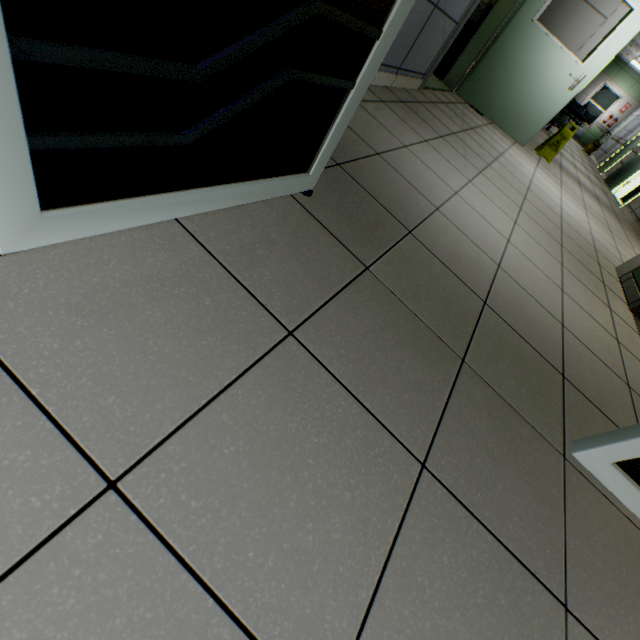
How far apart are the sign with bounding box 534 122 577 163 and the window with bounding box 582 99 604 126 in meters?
17.1 m

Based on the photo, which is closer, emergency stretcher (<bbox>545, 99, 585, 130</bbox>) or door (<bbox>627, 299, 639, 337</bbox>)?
door (<bbox>627, 299, 639, 337</bbox>)

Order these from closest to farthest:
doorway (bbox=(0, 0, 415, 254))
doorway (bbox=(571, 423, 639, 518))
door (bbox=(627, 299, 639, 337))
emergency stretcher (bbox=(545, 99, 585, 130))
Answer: doorway (bbox=(0, 0, 415, 254)) < doorway (bbox=(571, 423, 639, 518)) < door (bbox=(627, 299, 639, 337)) < emergency stretcher (bbox=(545, 99, 585, 130))

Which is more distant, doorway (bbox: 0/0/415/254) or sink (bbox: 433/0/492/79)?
sink (bbox: 433/0/492/79)

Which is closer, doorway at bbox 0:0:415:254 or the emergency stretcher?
doorway at bbox 0:0:415:254

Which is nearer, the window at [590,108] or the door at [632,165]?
the door at [632,165]

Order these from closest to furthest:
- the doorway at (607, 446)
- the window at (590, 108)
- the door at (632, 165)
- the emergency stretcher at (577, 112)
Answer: the doorway at (607, 446) < the door at (632, 165) < the emergency stretcher at (577, 112) < the window at (590, 108)

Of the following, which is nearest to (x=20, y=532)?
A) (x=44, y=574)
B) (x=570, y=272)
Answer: (x=44, y=574)
